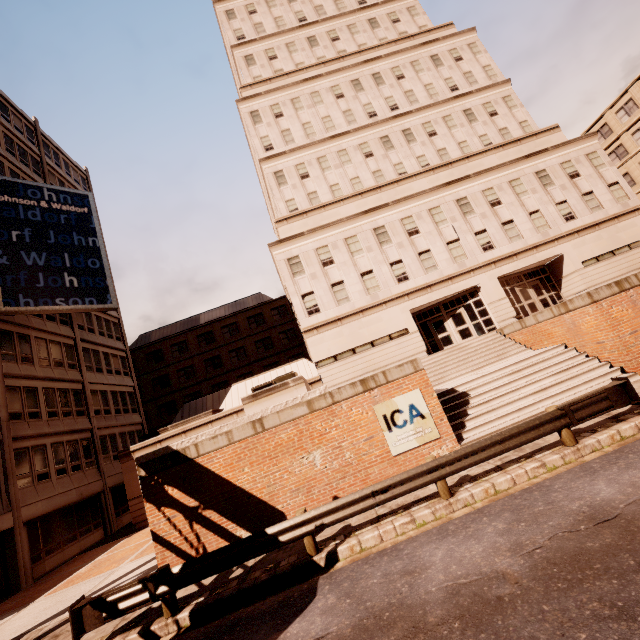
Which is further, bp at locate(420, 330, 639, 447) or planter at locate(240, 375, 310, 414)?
planter at locate(240, 375, 310, 414)

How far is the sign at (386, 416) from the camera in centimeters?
1086cm

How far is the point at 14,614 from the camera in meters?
12.3

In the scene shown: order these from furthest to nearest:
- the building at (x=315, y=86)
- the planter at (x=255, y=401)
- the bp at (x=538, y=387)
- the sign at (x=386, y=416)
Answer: the building at (x=315, y=86), the planter at (x=255, y=401), the bp at (x=538, y=387), the sign at (x=386, y=416)

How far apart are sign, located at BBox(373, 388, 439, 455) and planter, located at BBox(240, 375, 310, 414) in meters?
2.6 m

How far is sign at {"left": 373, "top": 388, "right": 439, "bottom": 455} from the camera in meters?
10.9 m

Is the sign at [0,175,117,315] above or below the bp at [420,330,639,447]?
above

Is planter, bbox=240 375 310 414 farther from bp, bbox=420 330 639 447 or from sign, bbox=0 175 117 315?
sign, bbox=0 175 117 315
